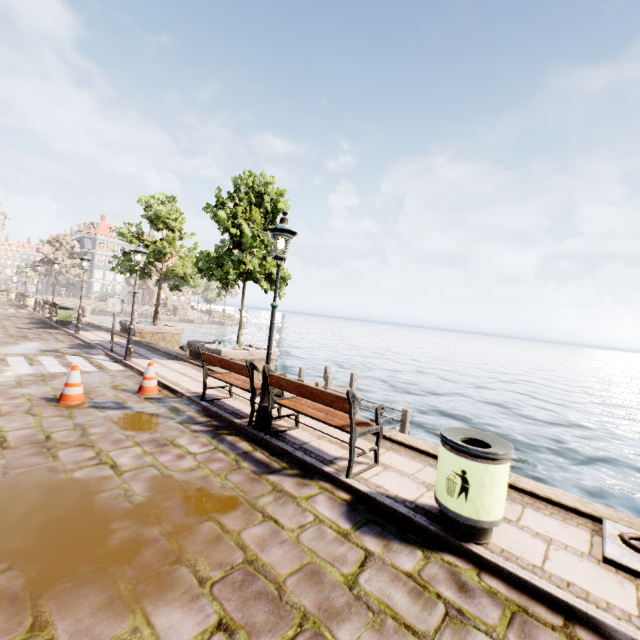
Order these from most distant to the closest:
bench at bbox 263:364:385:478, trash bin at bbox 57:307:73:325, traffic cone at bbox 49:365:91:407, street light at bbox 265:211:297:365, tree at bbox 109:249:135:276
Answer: trash bin at bbox 57:307:73:325, tree at bbox 109:249:135:276, traffic cone at bbox 49:365:91:407, street light at bbox 265:211:297:365, bench at bbox 263:364:385:478

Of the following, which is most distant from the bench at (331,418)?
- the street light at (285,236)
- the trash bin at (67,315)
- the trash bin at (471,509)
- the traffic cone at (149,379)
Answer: the trash bin at (67,315)

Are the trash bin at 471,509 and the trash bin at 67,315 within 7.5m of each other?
no

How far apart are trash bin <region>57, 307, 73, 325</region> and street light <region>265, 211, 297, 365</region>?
17.6 meters

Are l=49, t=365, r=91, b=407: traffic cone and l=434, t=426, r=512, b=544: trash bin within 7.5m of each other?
yes

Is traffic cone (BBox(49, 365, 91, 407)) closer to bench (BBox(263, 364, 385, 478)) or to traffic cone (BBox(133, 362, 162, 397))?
traffic cone (BBox(133, 362, 162, 397))

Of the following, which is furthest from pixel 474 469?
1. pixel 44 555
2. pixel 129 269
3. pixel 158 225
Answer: pixel 129 269

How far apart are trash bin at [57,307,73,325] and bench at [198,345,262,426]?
15.64m
